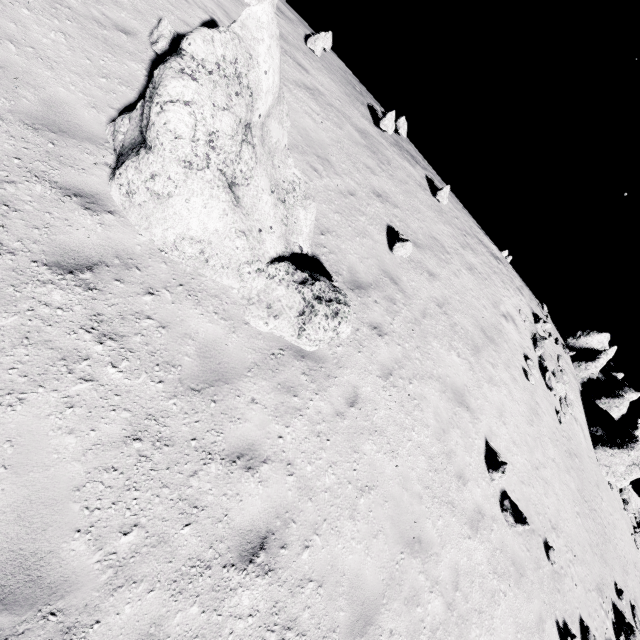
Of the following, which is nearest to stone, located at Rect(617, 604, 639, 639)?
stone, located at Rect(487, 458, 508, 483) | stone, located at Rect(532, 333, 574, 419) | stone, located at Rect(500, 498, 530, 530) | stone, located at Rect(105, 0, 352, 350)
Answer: stone, located at Rect(500, 498, 530, 530)

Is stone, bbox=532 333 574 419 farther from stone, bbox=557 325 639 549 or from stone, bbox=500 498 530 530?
stone, bbox=500 498 530 530

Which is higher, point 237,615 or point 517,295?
point 517,295

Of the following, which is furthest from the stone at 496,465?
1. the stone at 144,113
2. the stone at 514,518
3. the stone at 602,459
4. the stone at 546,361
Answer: the stone at 602,459

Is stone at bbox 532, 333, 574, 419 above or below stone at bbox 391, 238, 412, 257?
above

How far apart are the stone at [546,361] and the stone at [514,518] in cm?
957

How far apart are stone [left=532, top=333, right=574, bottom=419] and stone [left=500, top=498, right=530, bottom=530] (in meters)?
9.57

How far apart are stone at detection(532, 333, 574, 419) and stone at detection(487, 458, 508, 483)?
9.4 meters
